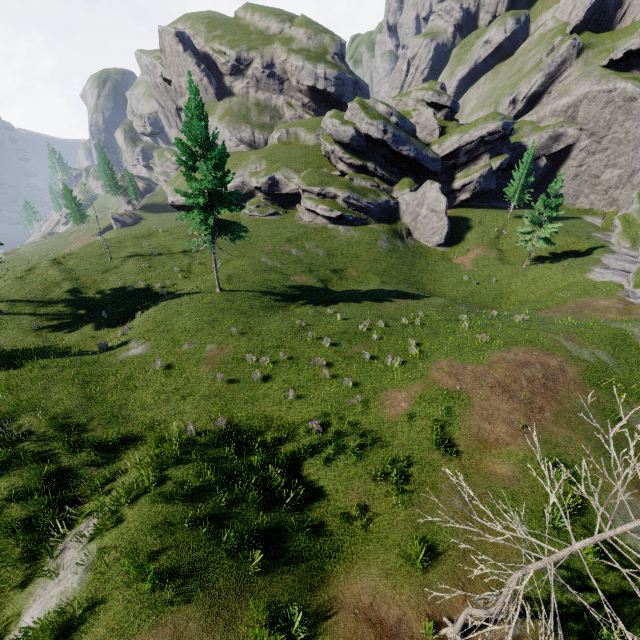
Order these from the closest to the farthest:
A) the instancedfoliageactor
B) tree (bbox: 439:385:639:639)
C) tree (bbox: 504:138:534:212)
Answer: tree (bbox: 439:385:639:639)
the instancedfoliageactor
tree (bbox: 504:138:534:212)

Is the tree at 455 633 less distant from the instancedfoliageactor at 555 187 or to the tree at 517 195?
the instancedfoliageactor at 555 187

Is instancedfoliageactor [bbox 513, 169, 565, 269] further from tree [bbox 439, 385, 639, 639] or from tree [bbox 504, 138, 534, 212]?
tree [bbox 439, 385, 639, 639]

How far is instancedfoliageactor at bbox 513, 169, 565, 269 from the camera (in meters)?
35.03

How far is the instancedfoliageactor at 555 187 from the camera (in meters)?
35.03

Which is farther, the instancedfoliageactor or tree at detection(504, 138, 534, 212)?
tree at detection(504, 138, 534, 212)

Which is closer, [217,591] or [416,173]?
[217,591]

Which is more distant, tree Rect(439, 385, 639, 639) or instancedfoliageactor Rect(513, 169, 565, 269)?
instancedfoliageactor Rect(513, 169, 565, 269)
